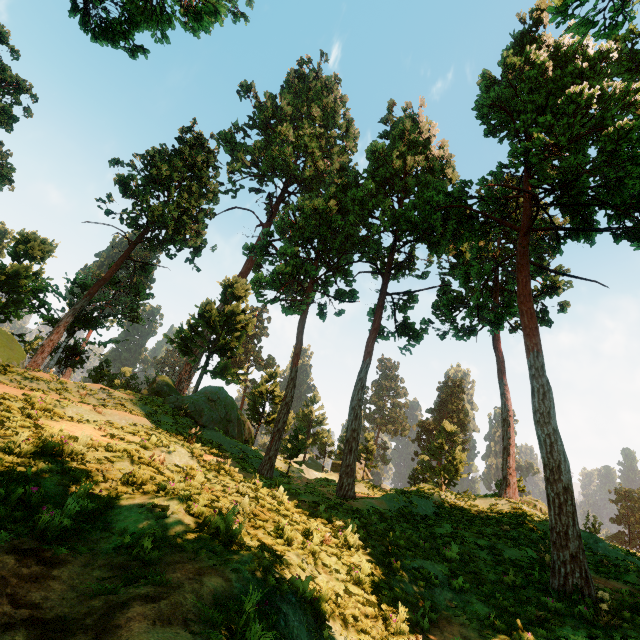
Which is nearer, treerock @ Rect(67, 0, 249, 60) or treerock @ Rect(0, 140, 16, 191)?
treerock @ Rect(67, 0, 249, 60)

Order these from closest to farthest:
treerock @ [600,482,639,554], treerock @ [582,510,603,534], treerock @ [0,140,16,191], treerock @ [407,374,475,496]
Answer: treerock @ [582,510,603,534] → treerock @ [407,374,475,496] → treerock @ [0,140,16,191] → treerock @ [600,482,639,554]

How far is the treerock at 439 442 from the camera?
36.8 meters

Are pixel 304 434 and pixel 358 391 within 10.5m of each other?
yes

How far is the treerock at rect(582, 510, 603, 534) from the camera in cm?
1410
